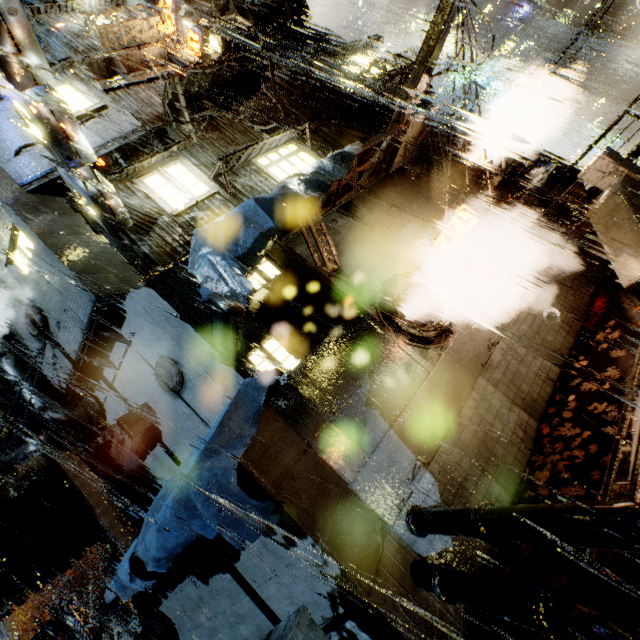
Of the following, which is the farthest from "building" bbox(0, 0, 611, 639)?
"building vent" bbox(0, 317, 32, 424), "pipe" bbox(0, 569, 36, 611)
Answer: "pipe" bbox(0, 569, 36, 611)

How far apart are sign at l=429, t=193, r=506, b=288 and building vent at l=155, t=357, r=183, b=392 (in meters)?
8.35

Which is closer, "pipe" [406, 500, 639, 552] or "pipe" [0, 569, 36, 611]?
"pipe" [406, 500, 639, 552]

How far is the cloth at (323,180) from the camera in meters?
6.2 m

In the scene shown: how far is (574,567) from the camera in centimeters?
502cm

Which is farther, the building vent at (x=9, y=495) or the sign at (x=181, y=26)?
the sign at (x=181, y=26)

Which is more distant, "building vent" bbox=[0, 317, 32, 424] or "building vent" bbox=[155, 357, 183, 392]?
"building vent" bbox=[0, 317, 32, 424]

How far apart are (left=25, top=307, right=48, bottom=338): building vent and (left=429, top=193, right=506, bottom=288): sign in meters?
11.7
